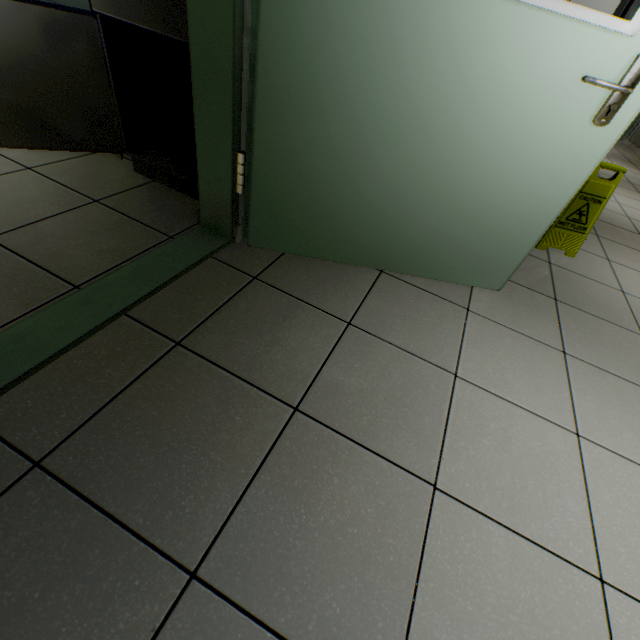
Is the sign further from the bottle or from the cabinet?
the cabinet

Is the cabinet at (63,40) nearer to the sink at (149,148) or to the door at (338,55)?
the sink at (149,148)

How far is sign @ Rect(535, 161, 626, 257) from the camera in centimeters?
215cm

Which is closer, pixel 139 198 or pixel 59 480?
pixel 59 480

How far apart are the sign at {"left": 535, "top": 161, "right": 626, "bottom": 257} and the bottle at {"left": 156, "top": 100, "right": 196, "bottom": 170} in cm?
237

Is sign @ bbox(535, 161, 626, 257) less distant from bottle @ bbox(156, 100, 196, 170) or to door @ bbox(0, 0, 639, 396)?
door @ bbox(0, 0, 639, 396)
